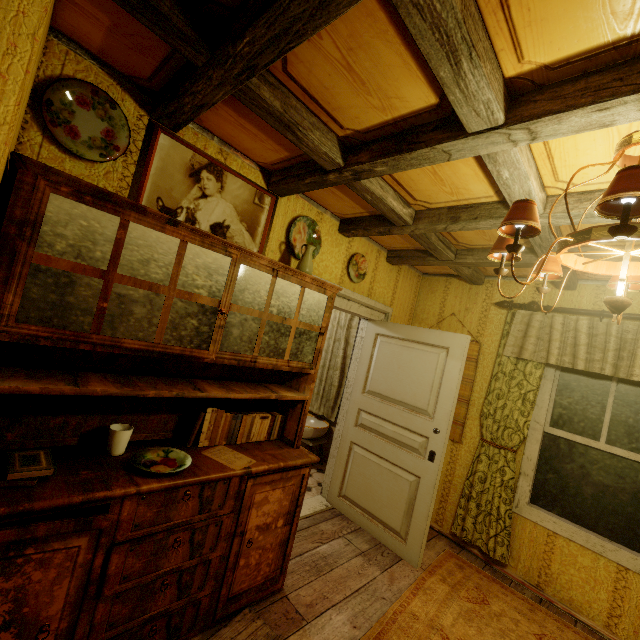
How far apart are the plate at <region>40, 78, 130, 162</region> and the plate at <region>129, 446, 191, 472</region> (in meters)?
1.56

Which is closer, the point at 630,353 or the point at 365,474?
the point at 630,353

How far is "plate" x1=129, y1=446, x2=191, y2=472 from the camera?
1.6 meters

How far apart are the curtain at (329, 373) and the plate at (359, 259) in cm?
142

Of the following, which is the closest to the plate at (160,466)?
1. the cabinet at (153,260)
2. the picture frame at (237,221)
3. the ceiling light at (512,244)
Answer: the cabinet at (153,260)

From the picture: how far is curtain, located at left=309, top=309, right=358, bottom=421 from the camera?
4.70m

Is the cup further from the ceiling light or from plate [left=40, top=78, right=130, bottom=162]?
the ceiling light

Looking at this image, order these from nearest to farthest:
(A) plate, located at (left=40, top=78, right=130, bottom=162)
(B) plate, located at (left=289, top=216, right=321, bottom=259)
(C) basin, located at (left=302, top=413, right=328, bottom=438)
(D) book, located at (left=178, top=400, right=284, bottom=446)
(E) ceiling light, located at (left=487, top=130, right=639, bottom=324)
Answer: (E) ceiling light, located at (left=487, top=130, right=639, bottom=324), (A) plate, located at (left=40, top=78, right=130, bottom=162), (D) book, located at (left=178, top=400, right=284, bottom=446), (B) plate, located at (left=289, top=216, right=321, bottom=259), (C) basin, located at (left=302, top=413, right=328, bottom=438)
